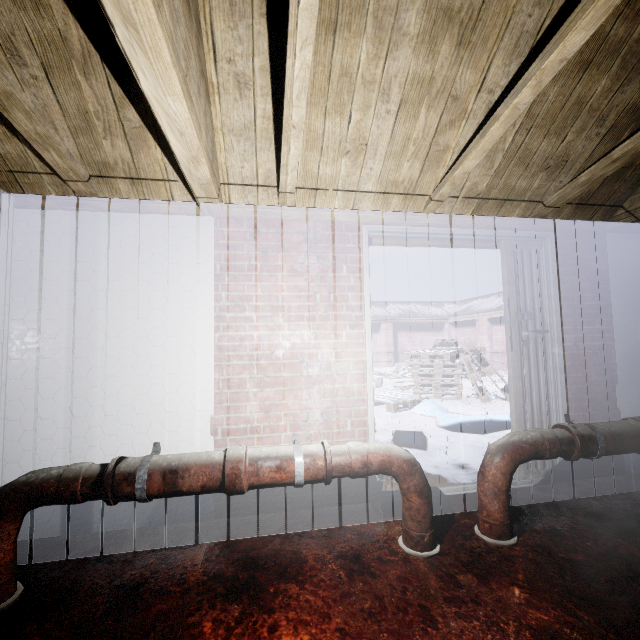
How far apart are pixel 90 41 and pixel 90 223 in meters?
1.0

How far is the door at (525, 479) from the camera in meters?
2.5 m

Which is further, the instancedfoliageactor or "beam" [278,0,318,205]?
the instancedfoliageactor

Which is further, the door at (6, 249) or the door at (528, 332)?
the door at (528, 332)

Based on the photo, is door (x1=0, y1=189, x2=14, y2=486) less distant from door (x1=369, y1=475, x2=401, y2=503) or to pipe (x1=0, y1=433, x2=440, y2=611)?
pipe (x1=0, y1=433, x2=440, y2=611)

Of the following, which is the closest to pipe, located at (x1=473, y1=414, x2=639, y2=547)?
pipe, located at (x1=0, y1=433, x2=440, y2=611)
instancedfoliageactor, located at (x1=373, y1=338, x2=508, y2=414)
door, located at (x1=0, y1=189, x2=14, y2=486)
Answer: pipe, located at (x1=0, y1=433, x2=440, y2=611)

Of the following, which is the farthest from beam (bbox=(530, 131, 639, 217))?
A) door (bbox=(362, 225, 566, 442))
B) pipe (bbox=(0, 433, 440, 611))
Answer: pipe (bbox=(0, 433, 440, 611))

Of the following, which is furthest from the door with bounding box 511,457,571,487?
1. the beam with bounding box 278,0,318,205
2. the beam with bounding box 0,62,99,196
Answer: the beam with bounding box 0,62,99,196
